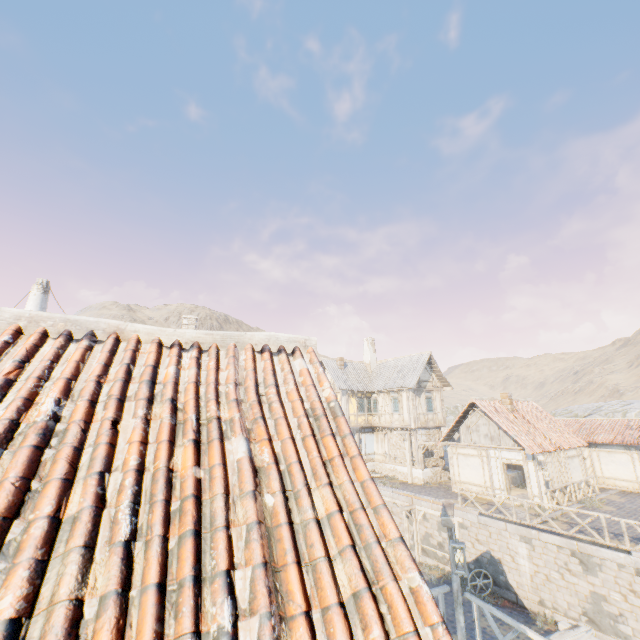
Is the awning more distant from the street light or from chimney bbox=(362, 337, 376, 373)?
chimney bbox=(362, 337, 376, 373)

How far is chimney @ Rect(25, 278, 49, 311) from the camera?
16.6m

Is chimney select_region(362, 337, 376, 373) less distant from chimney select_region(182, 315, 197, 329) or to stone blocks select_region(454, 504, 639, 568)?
stone blocks select_region(454, 504, 639, 568)

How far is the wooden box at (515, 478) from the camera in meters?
22.2

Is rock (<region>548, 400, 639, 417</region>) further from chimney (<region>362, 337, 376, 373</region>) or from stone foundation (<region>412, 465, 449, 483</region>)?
chimney (<region>362, 337, 376, 373</region>)

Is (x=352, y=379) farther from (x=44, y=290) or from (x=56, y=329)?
(x=56, y=329)

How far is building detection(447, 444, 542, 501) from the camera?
17.9m

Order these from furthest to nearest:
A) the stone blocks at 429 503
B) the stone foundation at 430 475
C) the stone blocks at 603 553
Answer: the stone foundation at 430 475 < the stone blocks at 429 503 < the stone blocks at 603 553
